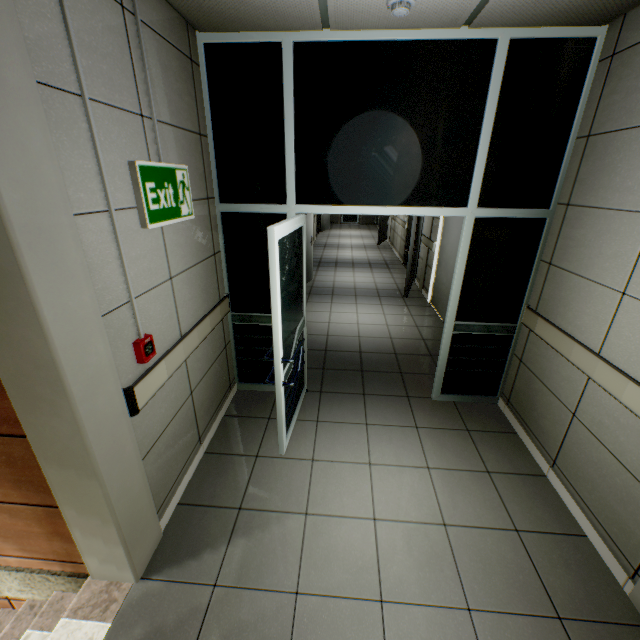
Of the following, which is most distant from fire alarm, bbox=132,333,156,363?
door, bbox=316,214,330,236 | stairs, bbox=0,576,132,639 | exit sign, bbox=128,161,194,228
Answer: door, bbox=316,214,330,236

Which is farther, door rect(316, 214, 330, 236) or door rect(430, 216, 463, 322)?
door rect(316, 214, 330, 236)

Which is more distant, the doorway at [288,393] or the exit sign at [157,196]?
the doorway at [288,393]

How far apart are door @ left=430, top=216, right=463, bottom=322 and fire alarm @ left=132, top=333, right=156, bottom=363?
4.3 meters

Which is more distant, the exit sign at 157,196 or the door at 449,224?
the door at 449,224

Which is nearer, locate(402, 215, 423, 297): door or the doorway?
the doorway

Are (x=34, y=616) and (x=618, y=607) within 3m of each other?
no

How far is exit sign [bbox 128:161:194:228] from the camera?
1.8m
